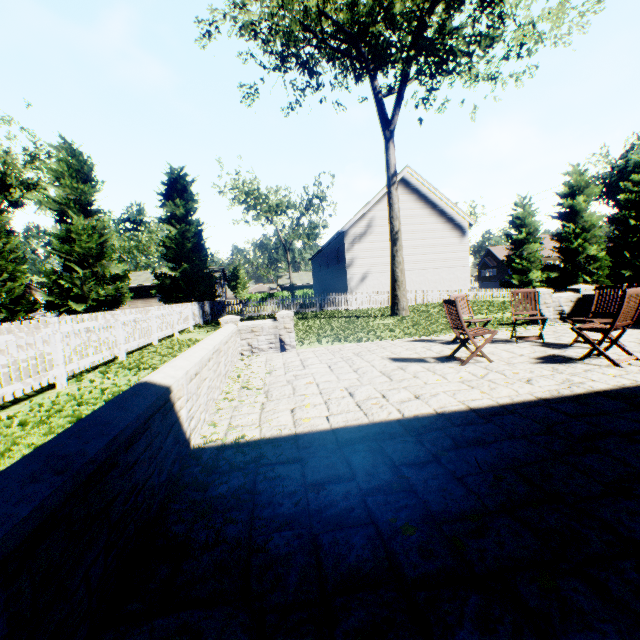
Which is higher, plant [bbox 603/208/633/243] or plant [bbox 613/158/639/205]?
plant [bbox 613/158/639/205]

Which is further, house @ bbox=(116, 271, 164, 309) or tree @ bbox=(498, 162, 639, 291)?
house @ bbox=(116, 271, 164, 309)

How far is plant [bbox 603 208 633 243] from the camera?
41.3m

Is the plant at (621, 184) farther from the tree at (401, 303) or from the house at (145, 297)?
the house at (145, 297)

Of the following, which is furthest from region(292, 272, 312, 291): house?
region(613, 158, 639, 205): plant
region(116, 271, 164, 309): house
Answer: region(613, 158, 639, 205): plant

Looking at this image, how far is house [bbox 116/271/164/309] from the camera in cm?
4358

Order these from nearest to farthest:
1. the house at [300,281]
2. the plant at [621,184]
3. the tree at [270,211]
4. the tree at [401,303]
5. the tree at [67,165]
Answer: the tree at [401,303], the tree at [67,165], the tree at [270,211], the plant at [621,184], the house at [300,281]

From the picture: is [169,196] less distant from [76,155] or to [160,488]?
[76,155]
